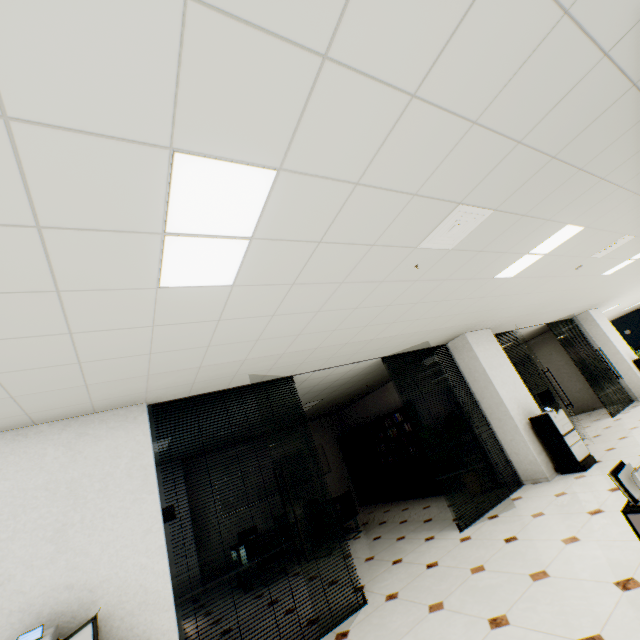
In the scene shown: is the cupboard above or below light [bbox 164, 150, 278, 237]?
below

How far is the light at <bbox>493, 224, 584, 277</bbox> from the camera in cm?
368

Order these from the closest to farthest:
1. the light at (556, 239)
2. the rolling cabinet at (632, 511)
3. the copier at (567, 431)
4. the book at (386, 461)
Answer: the rolling cabinet at (632, 511) → the light at (556, 239) → the copier at (567, 431) → the book at (386, 461)

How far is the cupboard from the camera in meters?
9.4 m

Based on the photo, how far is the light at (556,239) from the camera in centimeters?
368cm

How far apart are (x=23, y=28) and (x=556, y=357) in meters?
14.8 m

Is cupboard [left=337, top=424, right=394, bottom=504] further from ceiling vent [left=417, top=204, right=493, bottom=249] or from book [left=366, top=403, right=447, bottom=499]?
ceiling vent [left=417, top=204, right=493, bottom=249]

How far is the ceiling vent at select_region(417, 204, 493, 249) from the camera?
2.5m
